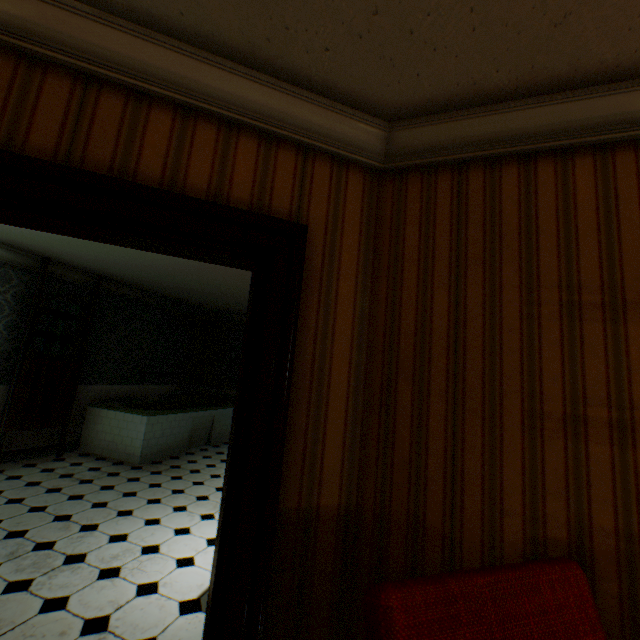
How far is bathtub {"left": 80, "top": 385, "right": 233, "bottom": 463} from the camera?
5.5 meters

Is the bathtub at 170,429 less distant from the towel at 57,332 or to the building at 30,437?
the building at 30,437

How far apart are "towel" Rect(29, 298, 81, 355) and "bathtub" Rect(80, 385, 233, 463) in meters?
1.1 m

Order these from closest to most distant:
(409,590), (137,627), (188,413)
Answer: (409,590)
(137,627)
(188,413)

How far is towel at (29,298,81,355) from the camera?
5.1m

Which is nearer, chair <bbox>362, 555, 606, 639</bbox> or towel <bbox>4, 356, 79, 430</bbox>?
chair <bbox>362, 555, 606, 639</bbox>

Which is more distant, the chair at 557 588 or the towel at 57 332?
the towel at 57 332

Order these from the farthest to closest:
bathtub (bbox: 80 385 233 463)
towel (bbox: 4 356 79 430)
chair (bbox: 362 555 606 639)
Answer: bathtub (bbox: 80 385 233 463) → towel (bbox: 4 356 79 430) → chair (bbox: 362 555 606 639)
